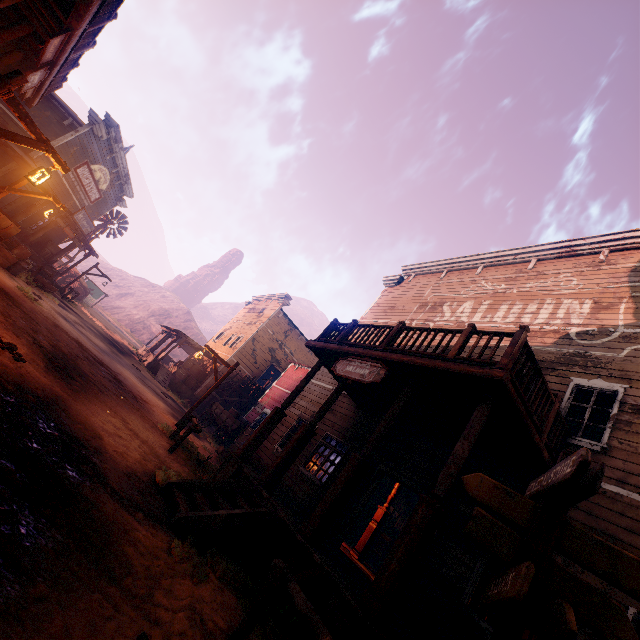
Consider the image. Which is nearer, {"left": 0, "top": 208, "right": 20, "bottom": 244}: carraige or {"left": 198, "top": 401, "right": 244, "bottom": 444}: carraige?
{"left": 0, "top": 208, "right": 20, "bottom": 244}: carraige

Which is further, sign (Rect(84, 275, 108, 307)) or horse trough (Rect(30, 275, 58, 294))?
sign (Rect(84, 275, 108, 307))

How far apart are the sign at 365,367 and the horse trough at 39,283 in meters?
16.3

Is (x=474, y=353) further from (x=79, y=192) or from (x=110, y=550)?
(x=79, y=192)

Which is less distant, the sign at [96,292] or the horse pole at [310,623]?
the horse pole at [310,623]

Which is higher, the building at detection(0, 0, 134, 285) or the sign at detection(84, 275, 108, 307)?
the building at detection(0, 0, 134, 285)

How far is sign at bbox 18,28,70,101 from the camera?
5.61m

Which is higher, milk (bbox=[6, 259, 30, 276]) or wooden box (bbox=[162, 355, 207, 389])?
wooden box (bbox=[162, 355, 207, 389])
